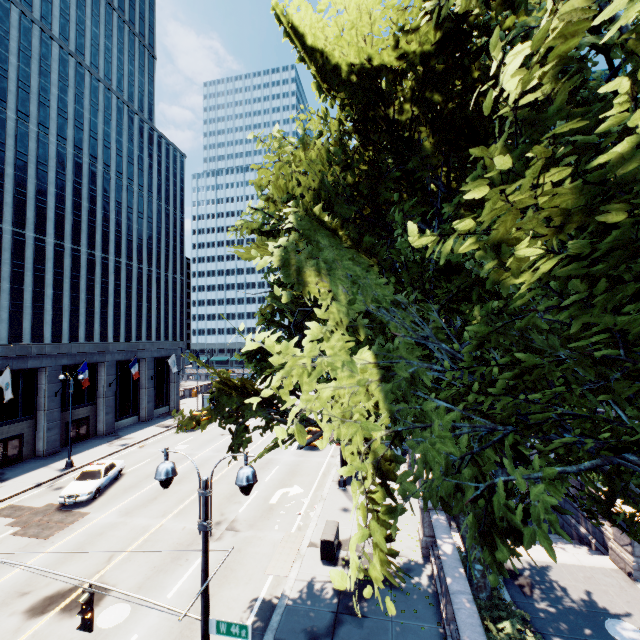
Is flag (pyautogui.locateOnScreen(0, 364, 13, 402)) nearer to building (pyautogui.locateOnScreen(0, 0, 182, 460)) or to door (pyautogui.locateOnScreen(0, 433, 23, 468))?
building (pyautogui.locateOnScreen(0, 0, 182, 460))

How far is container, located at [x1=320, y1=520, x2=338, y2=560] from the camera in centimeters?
1402cm

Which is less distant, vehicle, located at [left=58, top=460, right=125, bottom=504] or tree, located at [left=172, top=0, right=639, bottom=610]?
tree, located at [left=172, top=0, right=639, bottom=610]

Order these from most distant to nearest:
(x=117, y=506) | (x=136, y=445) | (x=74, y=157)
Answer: (x=74, y=157) < (x=136, y=445) < (x=117, y=506)

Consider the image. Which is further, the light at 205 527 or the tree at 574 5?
the light at 205 527

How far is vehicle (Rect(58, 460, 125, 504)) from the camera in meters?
19.4 m

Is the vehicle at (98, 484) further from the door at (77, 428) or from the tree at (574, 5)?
the tree at (574, 5)

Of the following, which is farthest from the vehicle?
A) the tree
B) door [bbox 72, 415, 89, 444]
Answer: the tree
